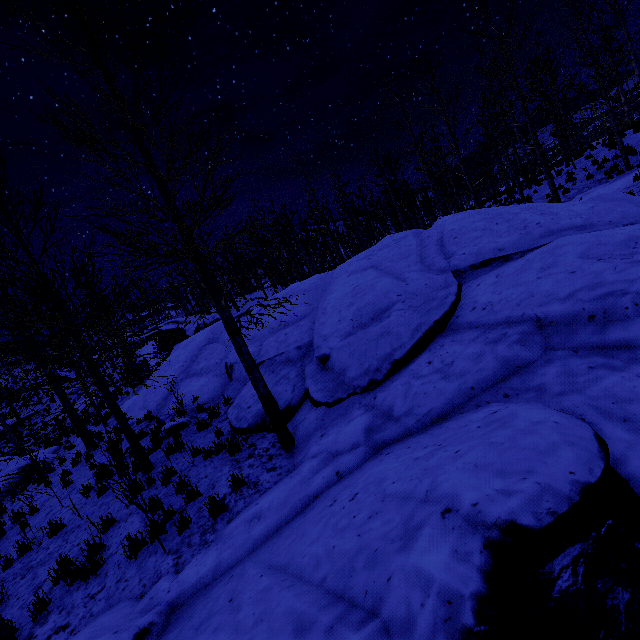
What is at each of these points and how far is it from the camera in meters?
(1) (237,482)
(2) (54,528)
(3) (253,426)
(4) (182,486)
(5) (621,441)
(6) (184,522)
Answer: (1) instancedfoliageactor, 5.9
(2) instancedfoliageactor, 7.6
(3) rock, 7.8
(4) instancedfoliageactor, 6.6
(5) rock, 2.9
(6) instancedfoliageactor, 5.4

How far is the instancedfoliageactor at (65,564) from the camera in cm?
552

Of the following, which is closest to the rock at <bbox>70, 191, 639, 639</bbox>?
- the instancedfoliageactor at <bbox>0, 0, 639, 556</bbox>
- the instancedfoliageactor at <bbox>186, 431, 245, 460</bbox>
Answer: the instancedfoliageactor at <bbox>186, 431, 245, 460</bbox>

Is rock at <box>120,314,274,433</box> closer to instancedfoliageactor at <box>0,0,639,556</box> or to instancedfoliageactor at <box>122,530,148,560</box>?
instancedfoliageactor at <box>122,530,148,560</box>

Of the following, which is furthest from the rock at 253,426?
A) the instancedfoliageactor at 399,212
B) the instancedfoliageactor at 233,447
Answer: the instancedfoliageactor at 399,212

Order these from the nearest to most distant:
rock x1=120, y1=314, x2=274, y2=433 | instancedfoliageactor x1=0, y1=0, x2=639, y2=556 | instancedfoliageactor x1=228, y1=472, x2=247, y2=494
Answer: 1. instancedfoliageactor x1=0, y1=0, x2=639, y2=556
2. instancedfoliageactor x1=228, y1=472, x2=247, y2=494
3. rock x1=120, y1=314, x2=274, y2=433
